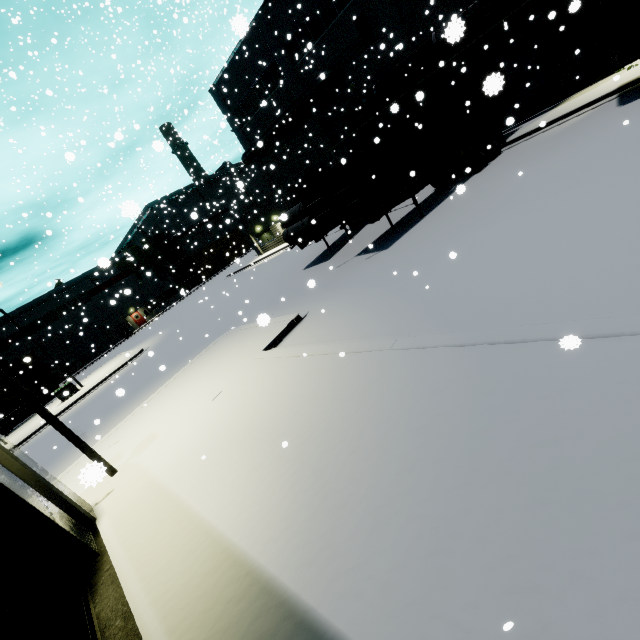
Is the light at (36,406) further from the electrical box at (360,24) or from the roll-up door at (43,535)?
the electrical box at (360,24)

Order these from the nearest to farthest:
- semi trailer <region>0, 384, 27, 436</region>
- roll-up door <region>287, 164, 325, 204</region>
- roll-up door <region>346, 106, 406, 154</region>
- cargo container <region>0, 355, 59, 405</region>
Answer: roll-up door <region>346, 106, 406, 154</region>, semi trailer <region>0, 384, 27, 436</region>, roll-up door <region>287, 164, 325, 204</region>, cargo container <region>0, 355, 59, 405</region>

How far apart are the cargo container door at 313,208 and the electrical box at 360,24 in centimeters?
1366cm

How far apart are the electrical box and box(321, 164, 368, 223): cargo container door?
13.7 meters

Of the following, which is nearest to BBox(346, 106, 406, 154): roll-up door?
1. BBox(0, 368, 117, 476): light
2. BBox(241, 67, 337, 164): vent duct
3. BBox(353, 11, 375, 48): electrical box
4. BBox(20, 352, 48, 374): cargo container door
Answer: BBox(0, 368, 117, 476): light

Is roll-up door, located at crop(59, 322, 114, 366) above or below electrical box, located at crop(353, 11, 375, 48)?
below

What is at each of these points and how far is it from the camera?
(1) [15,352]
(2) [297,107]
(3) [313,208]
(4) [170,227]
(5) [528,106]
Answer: (1) building, 41.8 meters
(2) vent duct, 24.2 meters
(3) cargo container door, 13.6 meters
(4) building, 56.7 meters
(5) roll-up door, 18.1 meters
